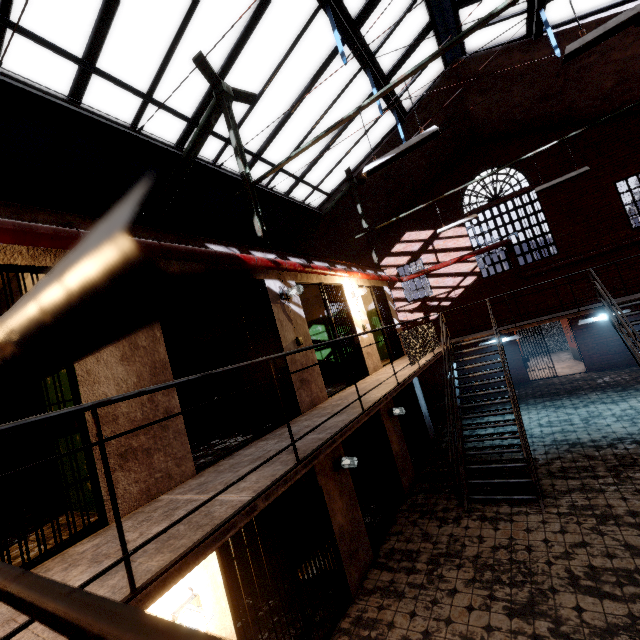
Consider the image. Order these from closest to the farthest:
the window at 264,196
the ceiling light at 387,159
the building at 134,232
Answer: the building at 134,232 < the ceiling light at 387,159 < the window at 264,196

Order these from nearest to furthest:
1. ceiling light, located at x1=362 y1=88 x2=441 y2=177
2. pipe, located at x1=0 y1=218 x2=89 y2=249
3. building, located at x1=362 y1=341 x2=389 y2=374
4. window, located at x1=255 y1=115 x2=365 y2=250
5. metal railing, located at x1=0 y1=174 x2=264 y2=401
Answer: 1. metal railing, located at x1=0 y1=174 x2=264 y2=401
2. pipe, located at x1=0 y1=218 x2=89 y2=249
3. ceiling light, located at x1=362 y1=88 x2=441 y2=177
4. building, located at x1=362 y1=341 x2=389 y2=374
5. window, located at x1=255 y1=115 x2=365 y2=250

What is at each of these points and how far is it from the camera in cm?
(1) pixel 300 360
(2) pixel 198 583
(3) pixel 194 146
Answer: (1) building, 576
(2) building, 327
(3) support beam, 679

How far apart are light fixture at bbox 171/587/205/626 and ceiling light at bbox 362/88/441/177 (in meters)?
5.58

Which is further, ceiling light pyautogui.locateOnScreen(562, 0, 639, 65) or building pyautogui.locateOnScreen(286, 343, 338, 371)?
building pyautogui.locateOnScreen(286, 343, 338, 371)

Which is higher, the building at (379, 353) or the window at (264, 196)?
the window at (264, 196)

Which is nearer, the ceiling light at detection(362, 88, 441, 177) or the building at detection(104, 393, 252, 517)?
the building at detection(104, 393, 252, 517)

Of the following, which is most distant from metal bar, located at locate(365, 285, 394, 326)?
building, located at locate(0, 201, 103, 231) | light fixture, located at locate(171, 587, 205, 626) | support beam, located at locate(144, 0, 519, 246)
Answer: light fixture, located at locate(171, 587, 205, 626)
